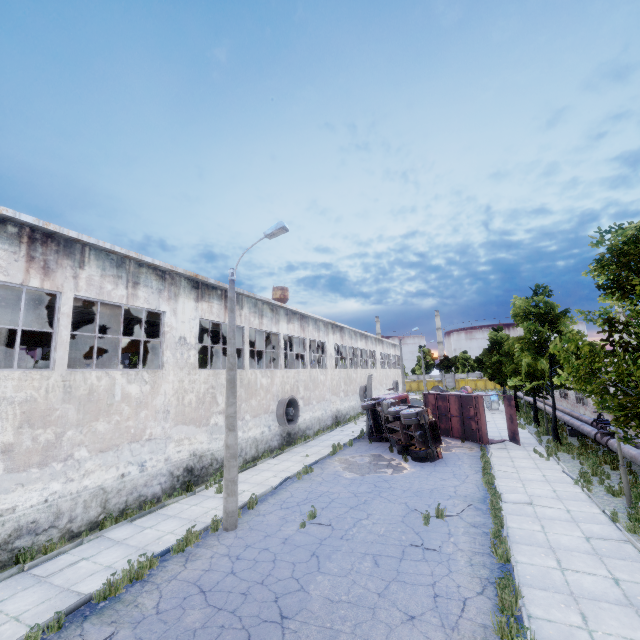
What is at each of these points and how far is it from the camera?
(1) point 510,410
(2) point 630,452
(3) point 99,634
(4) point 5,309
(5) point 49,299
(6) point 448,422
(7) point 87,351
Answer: (1) truck dump back, 20.58m
(2) pipe, 13.39m
(3) asphalt debris, 6.32m
(4) column, 11.67m
(5) beam, 12.95m
(6) truck dump body, 23.33m
(7) crane, 21.95m

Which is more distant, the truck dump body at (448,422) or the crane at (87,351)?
the crane at (87,351)

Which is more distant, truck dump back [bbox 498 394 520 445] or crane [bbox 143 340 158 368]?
truck dump back [bbox 498 394 520 445]

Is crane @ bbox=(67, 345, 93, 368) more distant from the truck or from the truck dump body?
the truck dump body

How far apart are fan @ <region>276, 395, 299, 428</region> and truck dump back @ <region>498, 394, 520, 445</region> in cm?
1358

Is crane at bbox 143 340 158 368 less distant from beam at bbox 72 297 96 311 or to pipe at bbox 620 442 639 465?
beam at bbox 72 297 96 311

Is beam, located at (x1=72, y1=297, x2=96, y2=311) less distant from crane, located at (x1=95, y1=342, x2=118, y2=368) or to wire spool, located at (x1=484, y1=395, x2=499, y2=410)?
crane, located at (x1=95, y1=342, x2=118, y2=368)

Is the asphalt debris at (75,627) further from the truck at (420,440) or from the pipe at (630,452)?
the truck at (420,440)
